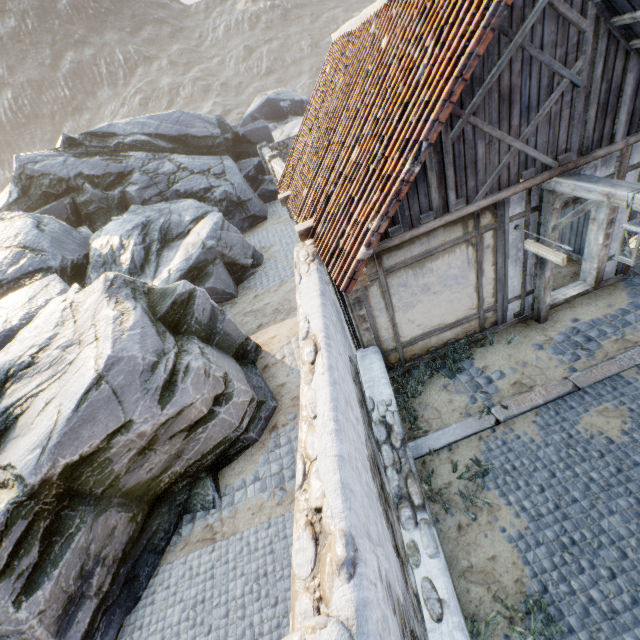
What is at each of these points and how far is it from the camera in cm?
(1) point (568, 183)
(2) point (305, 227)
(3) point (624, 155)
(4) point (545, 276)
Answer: (1) wooden structure, 464
(2) wooden beam, 624
(3) building, 522
(4) wooden structure, 590

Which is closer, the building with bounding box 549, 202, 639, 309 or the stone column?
the stone column

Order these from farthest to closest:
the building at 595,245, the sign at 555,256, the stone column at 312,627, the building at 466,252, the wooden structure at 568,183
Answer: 1. the building at 595,245
2. the building at 466,252
3. the sign at 555,256
4. the wooden structure at 568,183
5. the stone column at 312,627

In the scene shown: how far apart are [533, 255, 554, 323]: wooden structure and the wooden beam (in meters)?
3.85

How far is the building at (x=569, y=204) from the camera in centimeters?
548cm

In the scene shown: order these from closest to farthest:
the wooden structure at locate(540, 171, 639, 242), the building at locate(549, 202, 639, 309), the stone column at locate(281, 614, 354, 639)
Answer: the stone column at locate(281, 614, 354, 639)
the wooden structure at locate(540, 171, 639, 242)
the building at locate(549, 202, 639, 309)

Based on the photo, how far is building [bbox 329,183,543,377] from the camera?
5.3m

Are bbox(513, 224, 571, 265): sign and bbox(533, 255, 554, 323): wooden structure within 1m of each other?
yes
